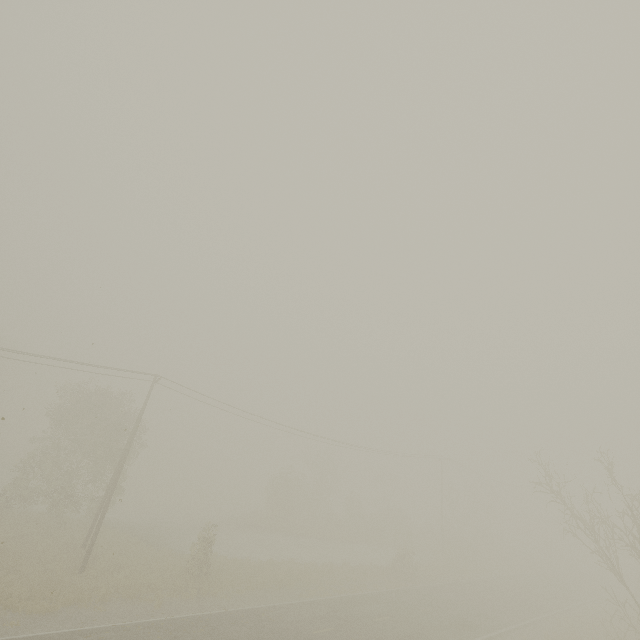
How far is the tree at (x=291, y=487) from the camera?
42.0 meters

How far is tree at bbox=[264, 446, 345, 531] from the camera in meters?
42.0 m

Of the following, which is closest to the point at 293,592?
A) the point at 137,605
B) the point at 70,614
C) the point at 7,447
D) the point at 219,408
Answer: the point at 137,605
